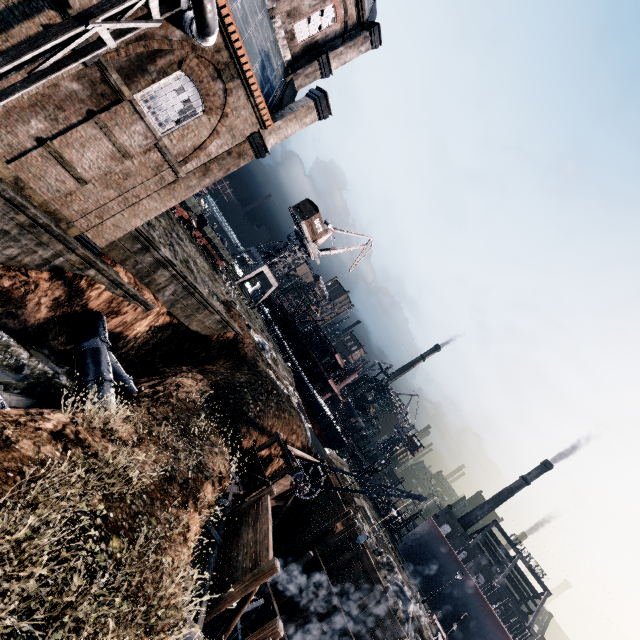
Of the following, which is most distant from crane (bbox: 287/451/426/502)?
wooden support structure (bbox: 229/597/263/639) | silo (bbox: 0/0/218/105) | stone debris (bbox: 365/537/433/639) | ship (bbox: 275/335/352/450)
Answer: ship (bbox: 275/335/352/450)

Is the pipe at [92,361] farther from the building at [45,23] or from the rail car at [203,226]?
the rail car at [203,226]

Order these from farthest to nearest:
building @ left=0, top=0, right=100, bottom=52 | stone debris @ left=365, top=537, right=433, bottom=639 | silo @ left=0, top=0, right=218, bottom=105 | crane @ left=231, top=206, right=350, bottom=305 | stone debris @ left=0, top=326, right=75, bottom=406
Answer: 1. crane @ left=231, top=206, right=350, bottom=305
2. stone debris @ left=365, top=537, right=433, bottom=639
3. stone debris @ left=0, top=326, right=75, bottom=406
4. building @ left=0, top=0, right=100, bottom=52
5. silo @ left=0, top=0, right=218, bottom=105

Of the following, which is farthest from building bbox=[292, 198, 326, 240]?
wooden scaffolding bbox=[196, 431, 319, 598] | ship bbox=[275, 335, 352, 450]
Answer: wooden scaffolding bbox=[196, 431, 319, 598]

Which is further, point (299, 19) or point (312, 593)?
point (312, 593)

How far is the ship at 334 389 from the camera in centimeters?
5288cm

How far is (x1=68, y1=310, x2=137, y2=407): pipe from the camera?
16.4 meters

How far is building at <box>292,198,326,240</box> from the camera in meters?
51.0 m
